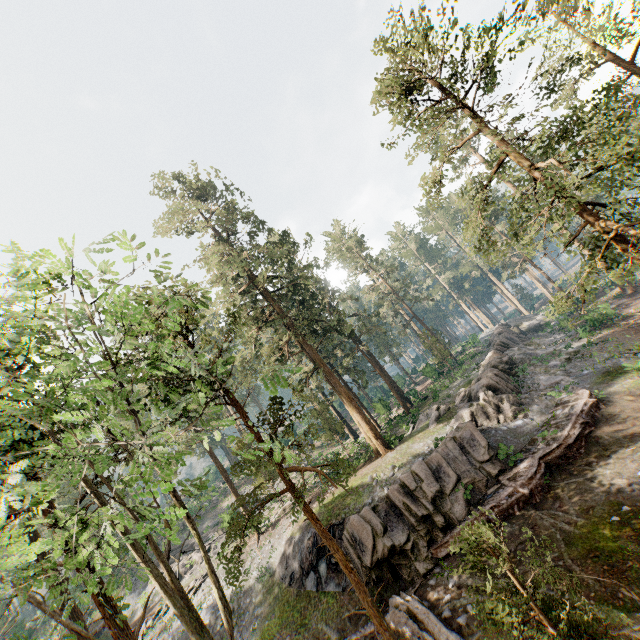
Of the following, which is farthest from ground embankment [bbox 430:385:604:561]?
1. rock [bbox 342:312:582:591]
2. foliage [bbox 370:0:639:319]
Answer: foliage [bbox 370:0:639:319]

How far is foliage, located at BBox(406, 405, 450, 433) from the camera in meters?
26.0 m

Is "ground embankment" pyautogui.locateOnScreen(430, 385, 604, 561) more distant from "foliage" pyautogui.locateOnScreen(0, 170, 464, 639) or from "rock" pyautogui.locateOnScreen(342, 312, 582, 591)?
"foliage" pyautogui.locateOnScreen(0, 170, 464, 639)

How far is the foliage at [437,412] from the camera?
26.01m

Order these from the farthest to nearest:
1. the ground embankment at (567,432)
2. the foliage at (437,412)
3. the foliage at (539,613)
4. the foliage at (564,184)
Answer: the foliage at (437,412) < the ground embankment at (567,432) < the foliage at (564,184) < the foliage at (539,613)

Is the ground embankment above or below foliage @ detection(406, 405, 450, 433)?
below

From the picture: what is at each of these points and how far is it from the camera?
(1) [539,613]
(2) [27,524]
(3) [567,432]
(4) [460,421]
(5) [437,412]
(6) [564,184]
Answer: (1) foliage, 6.8 meters
(2) foliage, 3.9 meters
(3) ground embankment, 17.4 meters
(4) rock, 22.9 meters
(5) foliage, 26.5 meters
(6) foliage, 12.6 meters
